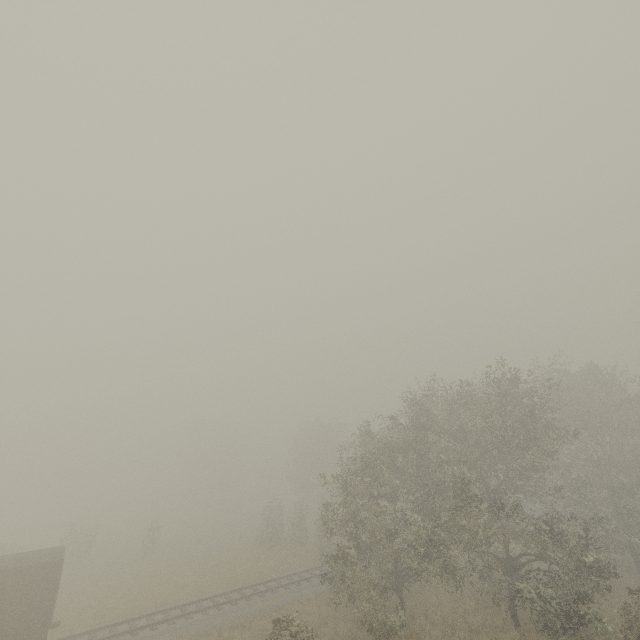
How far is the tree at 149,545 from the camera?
34.7 meters

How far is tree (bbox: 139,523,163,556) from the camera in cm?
3466

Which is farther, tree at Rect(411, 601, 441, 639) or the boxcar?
tree at Rect(411, 601, 441, 639)

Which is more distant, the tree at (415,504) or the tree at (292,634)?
the tree at (415,504)

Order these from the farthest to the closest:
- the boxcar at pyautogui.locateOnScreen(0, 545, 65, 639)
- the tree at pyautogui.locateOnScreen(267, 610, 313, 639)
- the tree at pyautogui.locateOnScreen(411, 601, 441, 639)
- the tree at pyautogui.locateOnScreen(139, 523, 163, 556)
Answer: the tree at pyautogui.locateOnScreen(139, 523, 163, 556), the tree at pyautogui.locateOnScreen(411, 601, 441, 639), the boxcar at pyautogui.locateOnScreen(0, 545, 65, 639), the tree at pyautogui.locateOnScreen(267, 610, 313, 639)

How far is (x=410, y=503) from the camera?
22.0 meters
